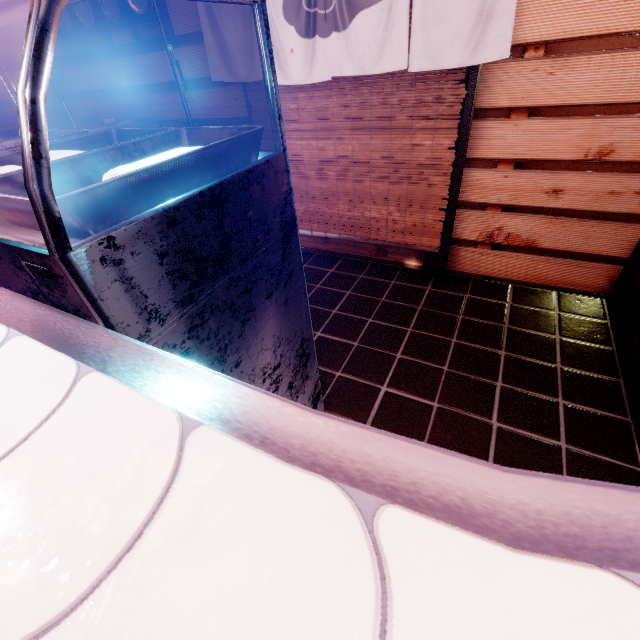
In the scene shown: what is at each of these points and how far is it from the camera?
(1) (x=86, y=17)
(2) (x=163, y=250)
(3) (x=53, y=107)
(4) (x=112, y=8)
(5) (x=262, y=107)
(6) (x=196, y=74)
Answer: (1) dish, 5.86m
(2) table, 1.34m
(3) wood pole, 7.52m
(4) dish, 5.52m
(5) blind, 5.16m
(6) building, 5.64m

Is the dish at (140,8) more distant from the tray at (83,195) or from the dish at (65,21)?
the tray at (83,195)

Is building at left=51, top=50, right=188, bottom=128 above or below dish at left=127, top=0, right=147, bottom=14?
below

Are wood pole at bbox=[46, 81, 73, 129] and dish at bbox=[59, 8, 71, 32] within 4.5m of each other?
yes

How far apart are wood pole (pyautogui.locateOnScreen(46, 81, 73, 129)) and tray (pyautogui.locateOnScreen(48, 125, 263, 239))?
7.8 meters

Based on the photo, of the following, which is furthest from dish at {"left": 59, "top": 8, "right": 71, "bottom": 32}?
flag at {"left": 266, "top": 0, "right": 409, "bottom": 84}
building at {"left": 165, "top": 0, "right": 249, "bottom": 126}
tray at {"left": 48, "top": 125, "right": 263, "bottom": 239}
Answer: tray at {"left": 48, "top": 125, "right": 263, "bottom": 239}

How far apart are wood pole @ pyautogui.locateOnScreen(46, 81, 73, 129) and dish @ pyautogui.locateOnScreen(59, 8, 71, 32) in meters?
1.4

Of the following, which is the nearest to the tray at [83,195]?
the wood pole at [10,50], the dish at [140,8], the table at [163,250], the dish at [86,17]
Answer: the table at [163,250]
